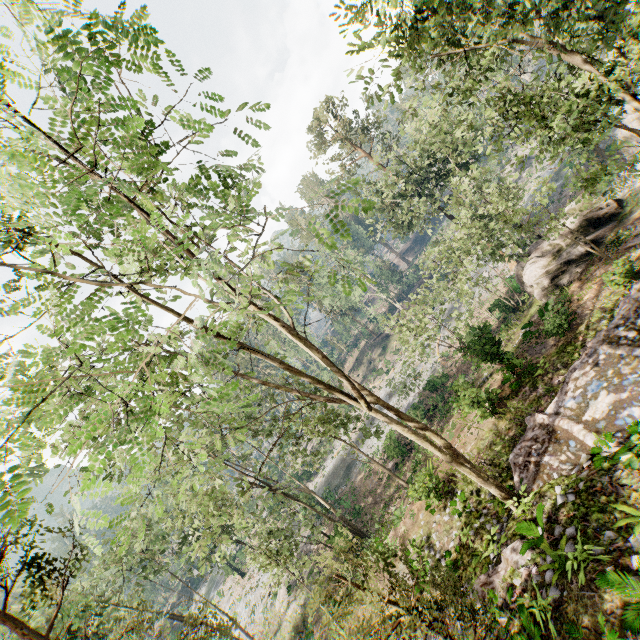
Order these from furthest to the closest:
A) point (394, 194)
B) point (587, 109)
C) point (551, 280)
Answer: point (394, 194) → point (587, 109) → point (551, 280)

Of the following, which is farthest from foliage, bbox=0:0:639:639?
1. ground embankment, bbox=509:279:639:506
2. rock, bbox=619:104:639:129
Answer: rock, bbox=619:104:639:129

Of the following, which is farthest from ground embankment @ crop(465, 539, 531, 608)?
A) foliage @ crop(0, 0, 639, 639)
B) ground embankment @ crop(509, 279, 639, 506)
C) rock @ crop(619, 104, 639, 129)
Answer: rock @ crop(619, 104, 639, 129)

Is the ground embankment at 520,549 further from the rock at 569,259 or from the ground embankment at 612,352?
the rock at 569,259

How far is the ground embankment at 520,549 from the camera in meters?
9.3 m

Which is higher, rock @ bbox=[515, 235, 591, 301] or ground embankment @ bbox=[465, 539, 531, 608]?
ground embankment @ bbox=[465, 539, 531, 608]

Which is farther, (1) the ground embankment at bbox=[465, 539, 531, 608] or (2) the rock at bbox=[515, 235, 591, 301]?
(2) the rock at bbox=[515, 235, 591, 301]

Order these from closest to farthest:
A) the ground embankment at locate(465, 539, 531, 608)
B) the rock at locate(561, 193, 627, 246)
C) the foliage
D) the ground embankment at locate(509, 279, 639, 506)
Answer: the foliage → the ground embankment at locate(465, 539, 531, 608) → the ground embankment at locate(509, 279, 639, 506) → the rock at locate(561, 193, 627, 246)
